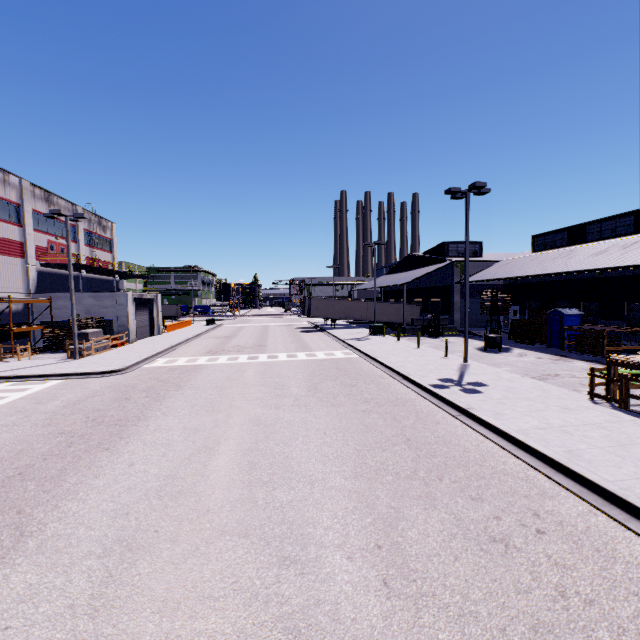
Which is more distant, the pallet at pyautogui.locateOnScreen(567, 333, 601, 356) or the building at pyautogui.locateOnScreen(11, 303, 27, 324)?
the building at pyautogui.locateOnScreen(11, 303, 27, 324)

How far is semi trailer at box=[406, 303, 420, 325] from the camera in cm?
4394

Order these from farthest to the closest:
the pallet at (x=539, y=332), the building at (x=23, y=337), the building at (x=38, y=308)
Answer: the building at (x=38, y=308)
the building at (x=23, y=337)
the pallet at (x=539, y=332)

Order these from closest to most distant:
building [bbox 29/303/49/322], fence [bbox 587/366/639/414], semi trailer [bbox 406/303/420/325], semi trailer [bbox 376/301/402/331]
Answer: fence [bbox 587/366/639/414] < building [bbox 29/303/49/322] < semi trailer [bbox 376/301/402/331] < semi trailer [bbox 406/303/420/325]

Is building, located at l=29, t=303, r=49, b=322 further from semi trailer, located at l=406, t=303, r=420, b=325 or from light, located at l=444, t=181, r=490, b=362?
light, located at l=444, t=181, r=490, b=362

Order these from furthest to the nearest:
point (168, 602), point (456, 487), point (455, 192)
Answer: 1. point (455, 192)
2. point (456, 487)
3. point (168, 602)

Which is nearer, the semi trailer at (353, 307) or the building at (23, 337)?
the building at (23, 337)

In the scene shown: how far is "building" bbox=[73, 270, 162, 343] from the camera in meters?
29.4 m
